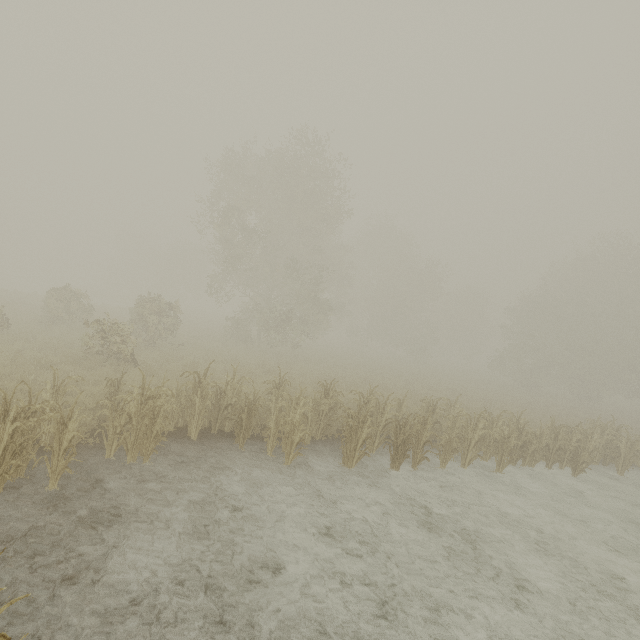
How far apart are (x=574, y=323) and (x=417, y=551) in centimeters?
3804cm
